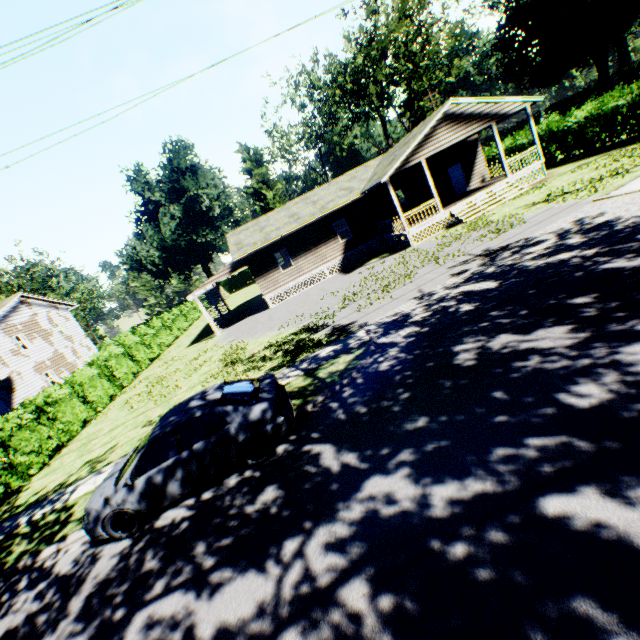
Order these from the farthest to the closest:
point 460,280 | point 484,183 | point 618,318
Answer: point 484,183 → point 460,280 → point 618,318

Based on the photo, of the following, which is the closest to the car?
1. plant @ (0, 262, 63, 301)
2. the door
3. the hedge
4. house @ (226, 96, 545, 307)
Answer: the hedge

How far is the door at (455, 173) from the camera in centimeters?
2487cm

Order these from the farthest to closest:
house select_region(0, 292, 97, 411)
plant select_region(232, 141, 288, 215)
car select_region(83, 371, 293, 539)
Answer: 1. plant select_region(232, 141, 288, 215)
2. house select_region(0, 292, 97, 411)
3. car select_region(83, 371, 293, 539)

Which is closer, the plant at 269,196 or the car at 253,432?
the car at 253,432

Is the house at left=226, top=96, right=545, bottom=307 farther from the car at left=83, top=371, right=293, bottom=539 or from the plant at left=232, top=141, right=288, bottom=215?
the plant at left=232, top=141, right=288, bottom=215

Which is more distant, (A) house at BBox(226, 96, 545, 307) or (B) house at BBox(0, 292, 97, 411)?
(B) house at BBox(0, 292, 97, 411)

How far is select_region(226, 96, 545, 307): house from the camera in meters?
19.3
